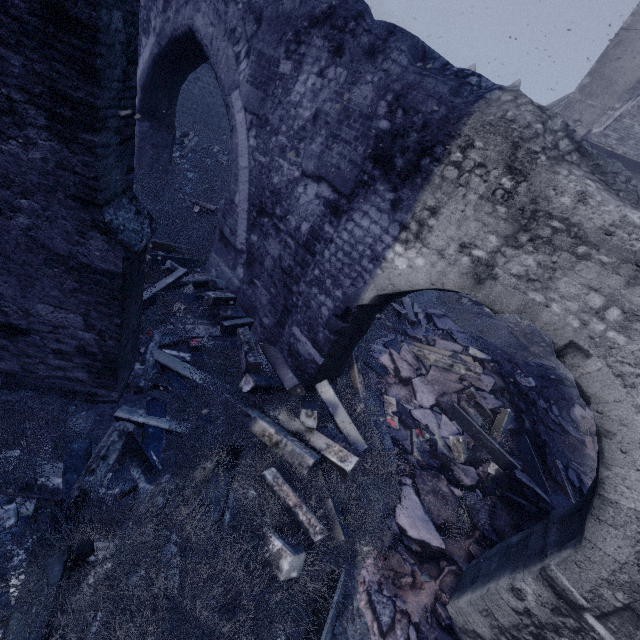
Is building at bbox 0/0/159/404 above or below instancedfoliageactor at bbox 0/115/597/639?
above

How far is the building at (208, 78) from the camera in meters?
14.1 m

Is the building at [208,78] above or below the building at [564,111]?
below

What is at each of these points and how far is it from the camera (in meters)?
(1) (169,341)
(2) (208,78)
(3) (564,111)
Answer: (1) instancedfoliageactor, 4.79
(2) building, 14.40
(3) building, 17.72

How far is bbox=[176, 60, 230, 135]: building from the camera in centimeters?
1407cm

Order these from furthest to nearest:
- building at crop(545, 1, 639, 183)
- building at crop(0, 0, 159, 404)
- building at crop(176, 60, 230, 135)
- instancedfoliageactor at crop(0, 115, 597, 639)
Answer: building at crop(545, 1, 639, 183) < building at crop(176, 60, 230, 135) < instancedfoliageactor at crop(0, 115, 597, 639) < building at crop(0, 0, 159, 404)

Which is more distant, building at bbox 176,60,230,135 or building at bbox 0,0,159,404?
building at bbox 176,60,230,135
